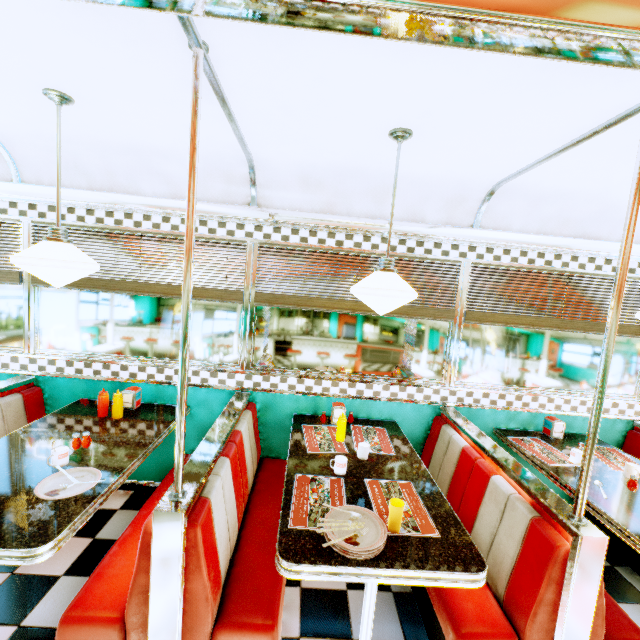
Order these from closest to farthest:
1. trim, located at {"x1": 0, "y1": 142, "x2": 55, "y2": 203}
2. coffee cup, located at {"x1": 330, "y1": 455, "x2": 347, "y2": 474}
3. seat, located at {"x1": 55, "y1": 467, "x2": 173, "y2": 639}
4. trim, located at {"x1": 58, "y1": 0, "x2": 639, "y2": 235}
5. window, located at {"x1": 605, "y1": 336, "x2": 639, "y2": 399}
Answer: trim, located at {"x1": 58, "y1": 0, "x2": 639, "y2": 235} → seat, located at {"x1": 55, "y1": 467, "x2": 173, "y2": 639} → coffee cup, located at {"x1": 330, "y1": 455, "x2": 347, "y2": 474} → trim, located at {"x1": 0, "y1": 142, "x2": 55, "y2": 203} → window, located at {"x1": 605, "y1": 336, "x2": 639, "y2": 399}

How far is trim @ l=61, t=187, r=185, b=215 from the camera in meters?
2.7 m

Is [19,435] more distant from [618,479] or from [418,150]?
[618,479]

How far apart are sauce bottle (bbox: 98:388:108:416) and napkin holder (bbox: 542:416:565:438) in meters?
3.9

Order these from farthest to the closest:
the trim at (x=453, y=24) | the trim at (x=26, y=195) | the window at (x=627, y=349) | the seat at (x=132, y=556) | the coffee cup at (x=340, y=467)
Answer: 1. the window at (x=627, y=349)
2. the trim at (x=26, y=195)
3. the coffee cup at (x=340, y=467)
4. the seat at (x=132, y=556)
5. the trim at (x=453, y=24)

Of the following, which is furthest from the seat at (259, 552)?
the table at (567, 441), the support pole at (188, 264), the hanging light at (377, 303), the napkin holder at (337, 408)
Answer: the table at (567, 441)

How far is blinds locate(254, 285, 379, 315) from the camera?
2.97m

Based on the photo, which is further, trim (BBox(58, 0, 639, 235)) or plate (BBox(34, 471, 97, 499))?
plate (BBox(34, 471, 97, 499))
